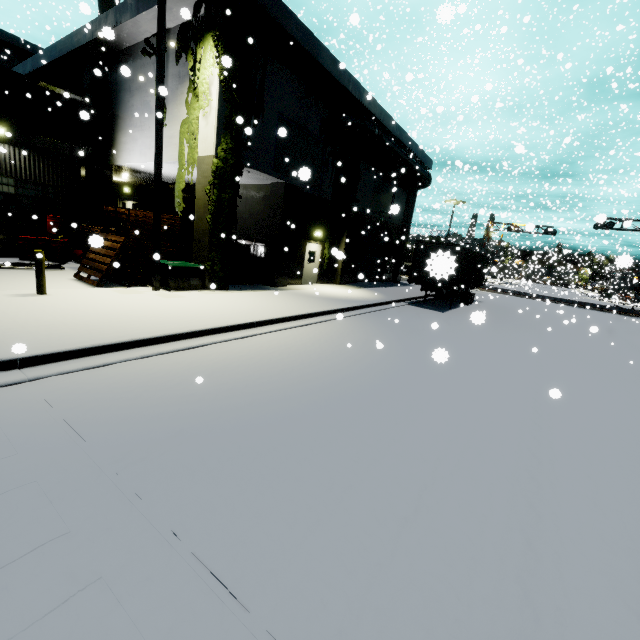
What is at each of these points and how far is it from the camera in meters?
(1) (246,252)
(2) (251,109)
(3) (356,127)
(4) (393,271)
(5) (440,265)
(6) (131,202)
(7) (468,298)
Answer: (1) building, 17.4
(2) tree, 12.7
(3) pipe, 16.9
(4) building, 28.9
(5) cargo container door, 0.9
(6) door, 23.8
(7) semi trailer, 21.8

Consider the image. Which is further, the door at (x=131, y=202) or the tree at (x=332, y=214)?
the door at (x=131, y=202)

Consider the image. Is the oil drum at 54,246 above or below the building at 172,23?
below

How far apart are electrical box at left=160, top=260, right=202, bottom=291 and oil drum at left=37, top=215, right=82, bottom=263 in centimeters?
630cm

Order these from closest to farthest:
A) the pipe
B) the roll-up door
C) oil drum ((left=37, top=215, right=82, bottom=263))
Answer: oil drum ((left=37, top=215, right=82, bottom=263)) < the pipe < the roll-up door

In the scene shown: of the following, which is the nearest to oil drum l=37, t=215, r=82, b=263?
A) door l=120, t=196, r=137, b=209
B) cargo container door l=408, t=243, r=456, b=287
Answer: door l=120, t=196, r=137, b=209

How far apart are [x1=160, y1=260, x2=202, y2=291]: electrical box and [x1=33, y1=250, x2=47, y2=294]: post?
3.3 meters

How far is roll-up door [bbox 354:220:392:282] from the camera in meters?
23.2
